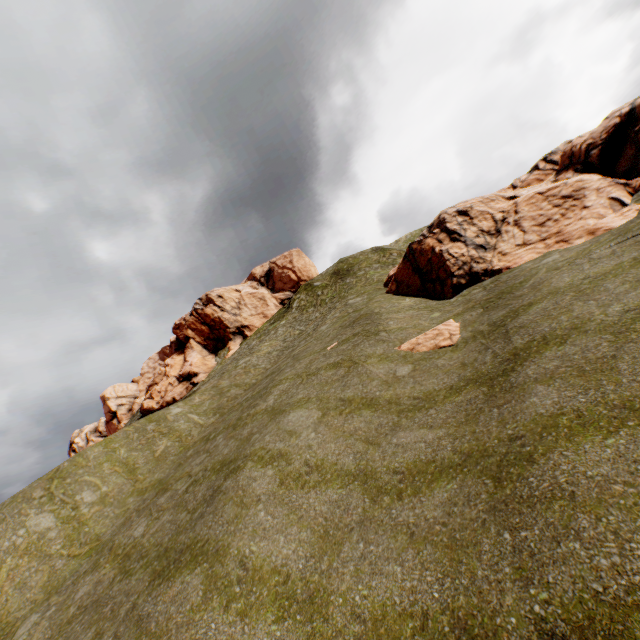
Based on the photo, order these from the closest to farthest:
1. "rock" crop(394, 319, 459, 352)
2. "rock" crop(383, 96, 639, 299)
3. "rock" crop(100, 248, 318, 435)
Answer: "rock" crop(394, 319, 459, 352) → "rock" crop(383, 96, 639, 299) → "rock" crop(100, 248, 318, 435)

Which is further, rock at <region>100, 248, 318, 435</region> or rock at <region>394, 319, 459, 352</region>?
rock at <region>100, 248, 318, 435</region>

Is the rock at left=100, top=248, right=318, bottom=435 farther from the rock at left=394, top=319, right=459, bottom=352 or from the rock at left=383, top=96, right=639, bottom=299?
the rock at left=394, top=319, right=459, bottom=352

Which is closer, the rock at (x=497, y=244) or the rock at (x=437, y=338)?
the rock at (x=437, y=338)

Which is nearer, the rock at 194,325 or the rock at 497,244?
the rock at 497,244

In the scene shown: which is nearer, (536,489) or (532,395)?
(536,489)

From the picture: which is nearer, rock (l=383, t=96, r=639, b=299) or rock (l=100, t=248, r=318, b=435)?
rock (l=383, t=96, r=639, b=299)
